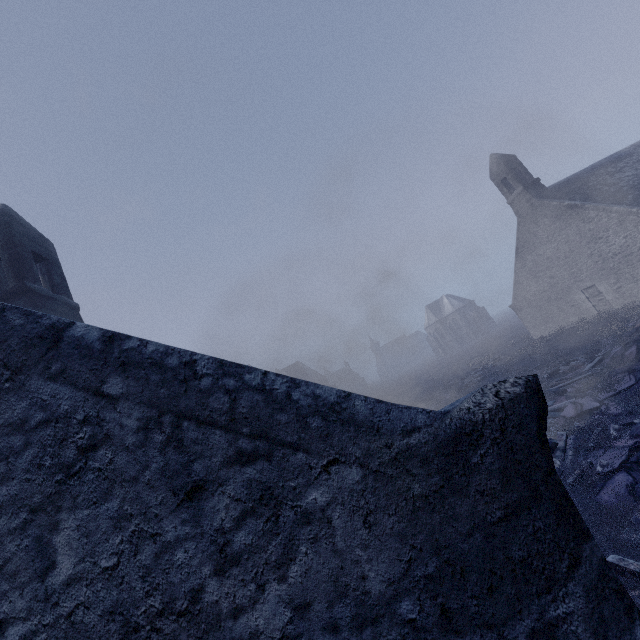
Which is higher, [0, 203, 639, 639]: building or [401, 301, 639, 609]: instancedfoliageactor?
[0, 203, 639, 639]: building

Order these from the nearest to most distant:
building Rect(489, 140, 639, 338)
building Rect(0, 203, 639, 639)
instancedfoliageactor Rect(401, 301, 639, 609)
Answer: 1. building Rect(0, 203, 639, 639)
2. instancedfoliageactor Rect(401, 301, 639, 609)
3. building Rect(489, 140, 639, 338)

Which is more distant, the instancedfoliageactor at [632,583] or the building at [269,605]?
the instancedfoliageactor at [632,583]

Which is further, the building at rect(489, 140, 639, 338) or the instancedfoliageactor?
the building at rect(489, 140, 639, 338)

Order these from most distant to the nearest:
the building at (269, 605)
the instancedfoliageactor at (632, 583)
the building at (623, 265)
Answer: the building at (623, 265)
the instancedfoliageactor at (632, 583)
the building at (269, 605)

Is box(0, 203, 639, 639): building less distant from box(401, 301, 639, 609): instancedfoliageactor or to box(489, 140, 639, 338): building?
box(401, 301, 639, 609): instancedfoliageactor

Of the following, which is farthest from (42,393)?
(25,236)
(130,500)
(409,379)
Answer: (409,379)

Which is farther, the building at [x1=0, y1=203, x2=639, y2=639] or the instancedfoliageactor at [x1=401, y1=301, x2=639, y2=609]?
the instancedfoliageactor at [x1=401, y1=301, x2=639, y2=609]
